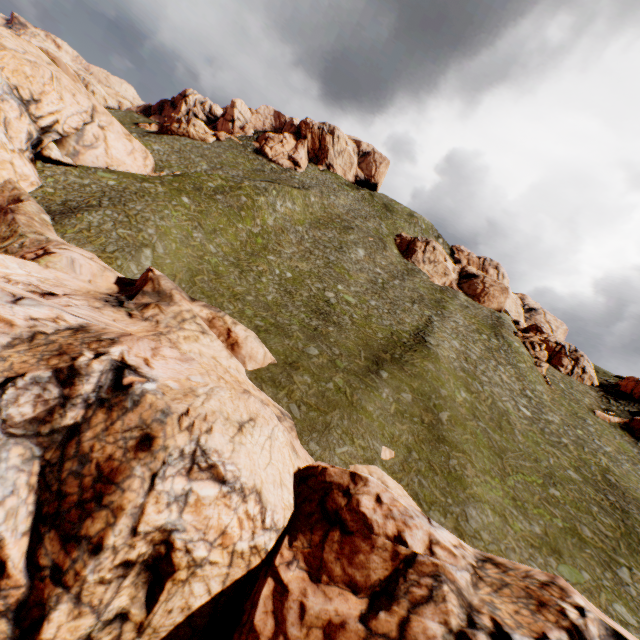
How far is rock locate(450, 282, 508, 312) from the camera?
57.62m

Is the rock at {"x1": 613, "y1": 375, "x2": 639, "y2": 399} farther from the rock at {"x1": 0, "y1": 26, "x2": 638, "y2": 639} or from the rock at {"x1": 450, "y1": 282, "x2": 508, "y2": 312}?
the rock at {"x1": 0, "y1": 26, "x2": 638, "y2": 639}

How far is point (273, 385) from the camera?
22.1m

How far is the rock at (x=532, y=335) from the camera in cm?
4800

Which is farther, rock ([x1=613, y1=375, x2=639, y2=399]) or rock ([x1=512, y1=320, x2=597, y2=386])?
rock ([x1=613, y1=375, x2=639, y2=399])

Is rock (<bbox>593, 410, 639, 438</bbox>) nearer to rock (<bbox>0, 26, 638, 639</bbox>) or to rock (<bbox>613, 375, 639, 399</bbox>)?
rock (<bbox>613, 375, 639, 399</bbox>)

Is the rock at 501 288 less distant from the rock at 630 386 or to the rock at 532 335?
the rock at 532 335
